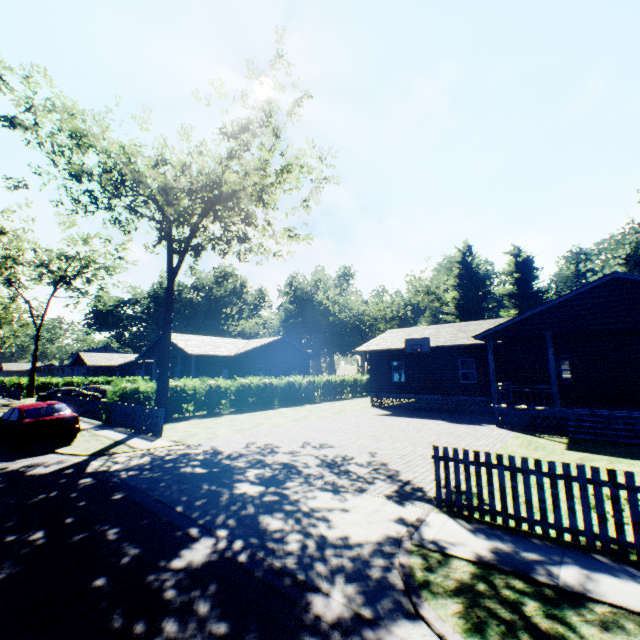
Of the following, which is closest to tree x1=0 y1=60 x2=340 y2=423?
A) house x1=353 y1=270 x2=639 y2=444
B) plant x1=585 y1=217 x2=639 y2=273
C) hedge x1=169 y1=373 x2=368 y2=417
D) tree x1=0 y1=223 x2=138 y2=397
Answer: hedge x1=169 y1=373 x2=368 y2=417

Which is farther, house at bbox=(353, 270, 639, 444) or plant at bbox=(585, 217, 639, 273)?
plant at bbox=(585, 217, 639, 273)

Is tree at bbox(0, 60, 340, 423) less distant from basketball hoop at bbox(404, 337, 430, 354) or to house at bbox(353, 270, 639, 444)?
house at bbox(353, 270, 639, 444)

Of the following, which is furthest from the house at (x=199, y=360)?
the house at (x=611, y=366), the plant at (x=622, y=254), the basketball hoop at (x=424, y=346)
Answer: the plant at (x=622, y=254)

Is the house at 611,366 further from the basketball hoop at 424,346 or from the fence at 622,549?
the fence at 622,549

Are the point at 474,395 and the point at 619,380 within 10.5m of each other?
yes

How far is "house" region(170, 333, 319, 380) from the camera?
29.5 meters

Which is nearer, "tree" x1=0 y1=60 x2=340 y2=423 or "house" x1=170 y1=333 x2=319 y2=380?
"tree" x1=0 y1=60 x2=340 y2=423
